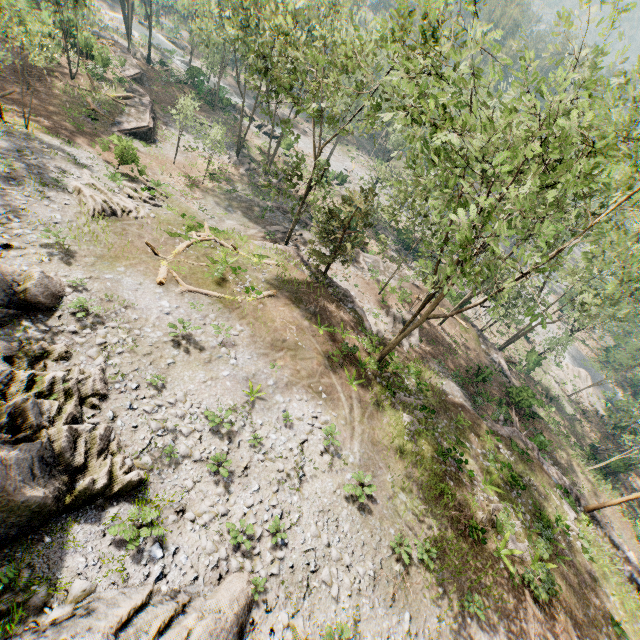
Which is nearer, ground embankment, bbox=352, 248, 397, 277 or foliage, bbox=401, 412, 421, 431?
foliage, bbox=401, 412, 421, 431

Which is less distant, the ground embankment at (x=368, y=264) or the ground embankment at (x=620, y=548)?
the ground embankment at (x=620, y=548)

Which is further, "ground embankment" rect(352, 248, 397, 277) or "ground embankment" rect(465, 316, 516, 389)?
"ground embankment" rect(352, 248, 397, 277)

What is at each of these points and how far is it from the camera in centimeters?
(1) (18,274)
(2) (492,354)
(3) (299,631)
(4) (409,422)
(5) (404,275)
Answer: (1) rock, 1278cm
(2) ground embankment, 3466cm
(3) rock, 1030cm
(4) foliage, 1928cm
(5) ground embankment, 3734cm

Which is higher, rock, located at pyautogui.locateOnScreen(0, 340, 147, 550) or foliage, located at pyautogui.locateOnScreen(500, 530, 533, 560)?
rock, located at pyautogui.locateOnScreen(0, 340, 147, 550)

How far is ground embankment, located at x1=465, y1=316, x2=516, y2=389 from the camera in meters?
33.2

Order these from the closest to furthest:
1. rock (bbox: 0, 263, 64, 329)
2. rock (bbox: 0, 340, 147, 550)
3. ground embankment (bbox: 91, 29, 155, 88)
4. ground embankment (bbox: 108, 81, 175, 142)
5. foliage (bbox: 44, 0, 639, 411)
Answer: rock (bbox: 0, 340, 147, 550) → foliage (bbox: 44, 0, 639, 411) → rock (bbox: 0, 263, 64, 329) → ground embankment (bbox: 108, 81, 175, 142) → ground embankment (bbox: 91, 29, 155, 88)

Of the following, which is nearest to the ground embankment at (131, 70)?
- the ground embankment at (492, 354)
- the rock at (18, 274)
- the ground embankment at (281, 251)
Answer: the ground embankment at (281, 251)
